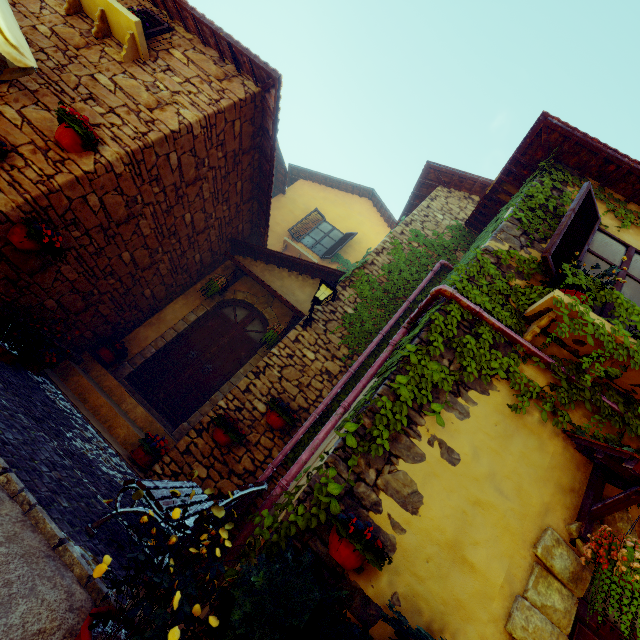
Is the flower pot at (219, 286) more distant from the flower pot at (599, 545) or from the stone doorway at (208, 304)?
the flower pot at (599, 545)

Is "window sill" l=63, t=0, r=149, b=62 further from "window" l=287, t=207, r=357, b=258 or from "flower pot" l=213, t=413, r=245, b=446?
"window" l=287, t=207, r=357, b=258

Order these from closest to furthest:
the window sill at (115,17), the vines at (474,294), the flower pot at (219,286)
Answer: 1. the vines at (474,294)
2. the window sill at (115,17)
3. the flower pot at (219,286)

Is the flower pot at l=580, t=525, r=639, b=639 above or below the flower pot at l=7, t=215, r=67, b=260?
above

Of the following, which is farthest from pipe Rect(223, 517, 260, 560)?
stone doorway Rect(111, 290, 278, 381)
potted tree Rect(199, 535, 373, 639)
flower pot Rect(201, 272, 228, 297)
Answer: flower pot Rect(201, 272, 228, 297)

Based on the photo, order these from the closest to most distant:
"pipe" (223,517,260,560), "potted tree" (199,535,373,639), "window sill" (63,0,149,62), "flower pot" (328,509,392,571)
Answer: "potted tree" (199,535,373,639), "flower pot" (328,509,392,571), "pipe" (223,517,260,560), "window sill" (63,0,149,62)

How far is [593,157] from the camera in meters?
4.5 m

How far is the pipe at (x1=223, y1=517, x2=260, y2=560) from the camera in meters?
2.8
